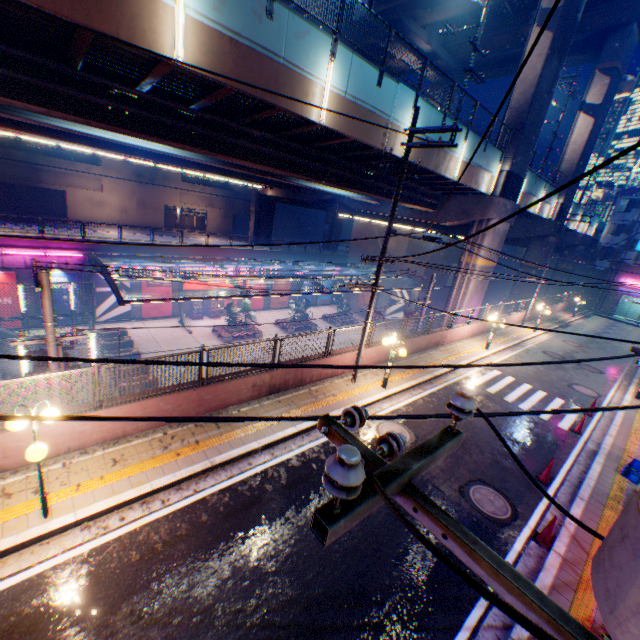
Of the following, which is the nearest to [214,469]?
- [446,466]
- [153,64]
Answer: [446,466]

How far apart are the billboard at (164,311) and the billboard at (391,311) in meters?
24.0 m

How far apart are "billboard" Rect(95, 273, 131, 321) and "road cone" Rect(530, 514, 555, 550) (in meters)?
30.83

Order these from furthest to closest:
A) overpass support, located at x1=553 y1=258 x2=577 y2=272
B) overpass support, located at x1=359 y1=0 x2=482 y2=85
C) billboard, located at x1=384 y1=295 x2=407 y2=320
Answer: overpass support, located at x1=553 y1=258 x2=577 y2=272, billboard, located at x1=384 y1=295 x2=407 y2=320, overpass support, located at x1=359 y1=0 x2=482 y2=85

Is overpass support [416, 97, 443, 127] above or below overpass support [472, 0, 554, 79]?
→ below

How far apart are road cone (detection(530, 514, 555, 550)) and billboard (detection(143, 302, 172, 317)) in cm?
3075

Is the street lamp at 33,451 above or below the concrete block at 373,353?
above

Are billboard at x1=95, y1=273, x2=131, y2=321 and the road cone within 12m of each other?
no
